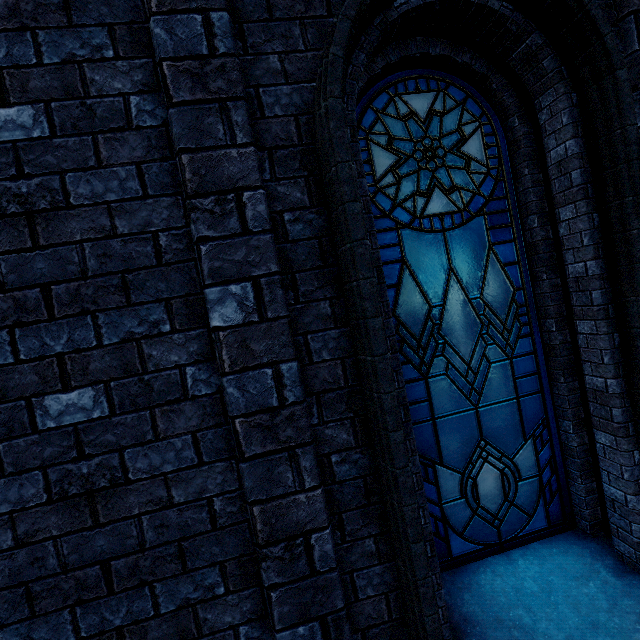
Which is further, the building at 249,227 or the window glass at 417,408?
the window glass at 417,408

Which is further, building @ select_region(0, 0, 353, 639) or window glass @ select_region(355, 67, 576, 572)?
window glass @ select_region(355, 67, 576, 572)

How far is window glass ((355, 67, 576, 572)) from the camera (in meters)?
2.37

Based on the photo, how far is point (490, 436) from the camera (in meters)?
2.47

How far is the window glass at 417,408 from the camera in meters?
2.4 m
